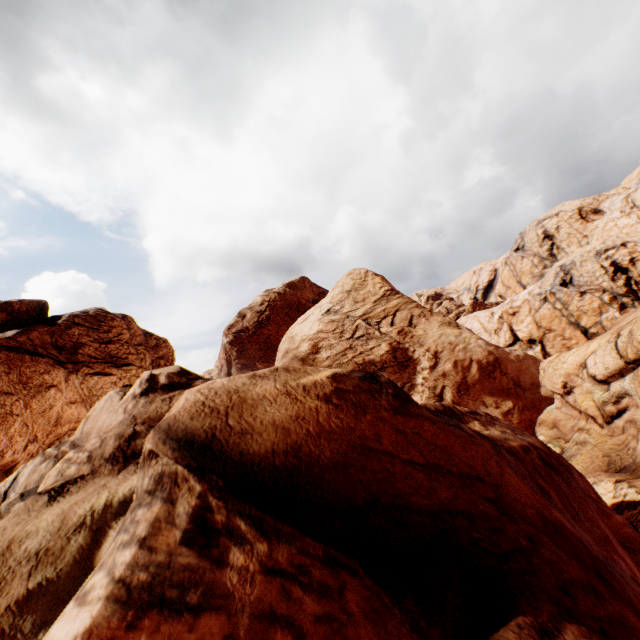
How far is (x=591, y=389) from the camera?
18.1m
